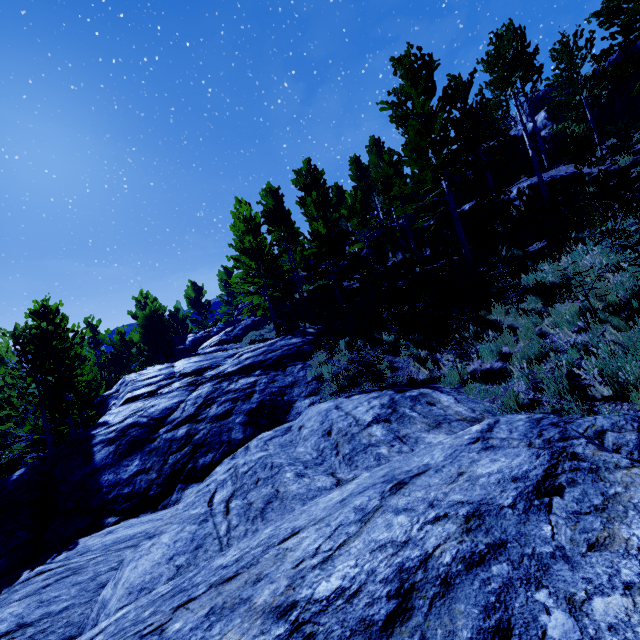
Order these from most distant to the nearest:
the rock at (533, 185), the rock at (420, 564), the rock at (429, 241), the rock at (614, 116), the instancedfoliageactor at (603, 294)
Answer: the rock at (429, 241) → the rock at (614, 116) → the rock at (533, 185) → the instancedfoliageactor at (603, 294) → the rock at (420, 564)

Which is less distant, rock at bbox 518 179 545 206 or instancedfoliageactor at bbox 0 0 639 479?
instancedfoliageactor at bbox 0 0 639 479

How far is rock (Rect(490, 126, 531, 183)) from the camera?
22.5m

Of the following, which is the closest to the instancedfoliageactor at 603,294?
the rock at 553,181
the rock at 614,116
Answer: the rock at 614,116

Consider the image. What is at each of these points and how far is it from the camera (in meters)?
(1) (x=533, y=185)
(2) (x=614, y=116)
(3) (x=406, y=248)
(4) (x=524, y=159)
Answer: (1) rock, 15.39
(2) rock, 17.22
(3) rock, 22.16
(4) rock, 22.70

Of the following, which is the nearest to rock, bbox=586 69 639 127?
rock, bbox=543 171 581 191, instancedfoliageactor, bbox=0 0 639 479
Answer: instancedfoliageactor, bbox=0 0 639 479

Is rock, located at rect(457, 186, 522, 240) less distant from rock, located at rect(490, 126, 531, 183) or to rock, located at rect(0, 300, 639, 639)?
rock, located at rect(490, 126, 531, 183)
